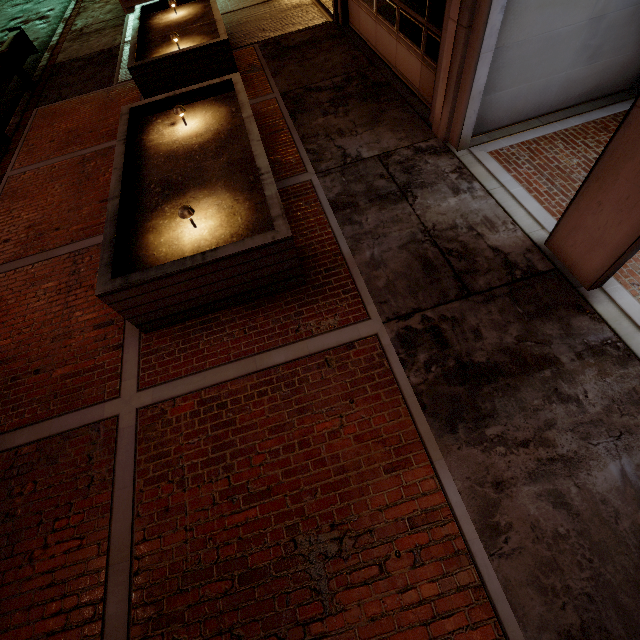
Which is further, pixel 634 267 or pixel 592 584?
pixel 634 267

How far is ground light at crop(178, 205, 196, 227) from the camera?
4.30m

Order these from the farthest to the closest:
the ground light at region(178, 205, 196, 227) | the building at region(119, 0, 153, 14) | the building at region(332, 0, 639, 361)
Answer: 1. the building at region(119, 0, 153, 14)
2. the ground light at region(178, 205, 196, 227)
3. the building at region(332, 0, 639, 361)

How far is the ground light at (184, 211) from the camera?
4.3m

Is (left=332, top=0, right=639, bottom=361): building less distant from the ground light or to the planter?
the planter

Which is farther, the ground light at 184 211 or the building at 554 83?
the ground light at 184 211

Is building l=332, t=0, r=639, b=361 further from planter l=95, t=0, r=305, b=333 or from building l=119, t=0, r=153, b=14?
building l=119, t=0, r=153, b=14

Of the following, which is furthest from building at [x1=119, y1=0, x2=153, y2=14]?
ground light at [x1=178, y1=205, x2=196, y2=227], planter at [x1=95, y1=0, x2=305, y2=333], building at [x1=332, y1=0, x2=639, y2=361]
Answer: ground light at [x1=178, y1=205, x2=196, y2=227]
